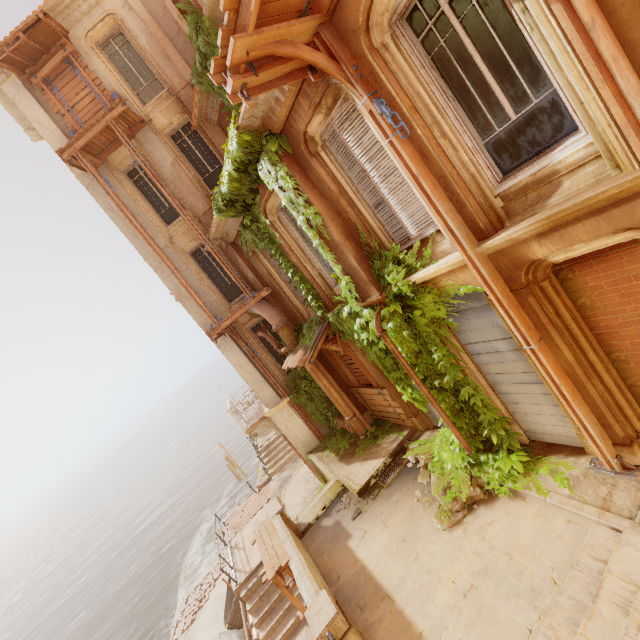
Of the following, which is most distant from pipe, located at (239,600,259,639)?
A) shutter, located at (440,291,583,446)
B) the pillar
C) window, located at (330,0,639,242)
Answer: window, located at (330,0,639,242)

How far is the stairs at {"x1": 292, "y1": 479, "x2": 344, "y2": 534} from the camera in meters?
9.8

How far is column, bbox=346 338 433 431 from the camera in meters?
9.7 m

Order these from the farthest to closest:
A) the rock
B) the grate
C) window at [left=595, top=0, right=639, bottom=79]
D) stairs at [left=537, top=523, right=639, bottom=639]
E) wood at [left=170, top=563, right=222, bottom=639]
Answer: the rock, wood at [left=170, top=563, right=222, bottom=639], the grate, stairs at [left=537, top=523, right=639, bottom=639], window at [left=595, top=0, right=639, bottom=79]

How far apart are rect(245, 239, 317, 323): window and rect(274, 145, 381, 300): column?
2.6m

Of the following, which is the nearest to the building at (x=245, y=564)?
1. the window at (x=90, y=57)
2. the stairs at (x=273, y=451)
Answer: the stairs at (x=273, y=451)

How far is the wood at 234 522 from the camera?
16.5m

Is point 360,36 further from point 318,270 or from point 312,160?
point 318,270
